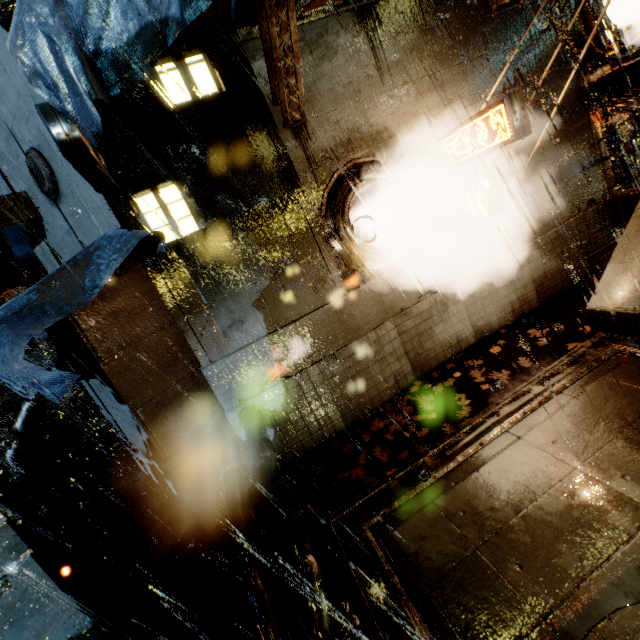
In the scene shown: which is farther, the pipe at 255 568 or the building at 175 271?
the building at 175 271

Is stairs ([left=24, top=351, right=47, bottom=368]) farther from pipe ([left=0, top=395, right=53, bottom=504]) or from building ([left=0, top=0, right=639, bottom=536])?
pipe ([left=0, top=395, right=53, bottom=504])

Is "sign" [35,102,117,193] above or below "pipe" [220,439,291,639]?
above

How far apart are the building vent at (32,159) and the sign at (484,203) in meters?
8.4

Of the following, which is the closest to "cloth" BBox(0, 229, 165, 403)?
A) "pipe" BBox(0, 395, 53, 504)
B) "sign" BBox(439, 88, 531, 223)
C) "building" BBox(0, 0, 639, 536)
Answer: "building" BBox(0, 0, 639, 536)

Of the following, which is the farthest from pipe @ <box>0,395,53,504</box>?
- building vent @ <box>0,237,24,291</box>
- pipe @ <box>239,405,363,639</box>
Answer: pipe @ <box>239,405,363,639</box>

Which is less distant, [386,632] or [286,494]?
[386,632]

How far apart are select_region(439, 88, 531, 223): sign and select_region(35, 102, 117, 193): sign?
6.82m
